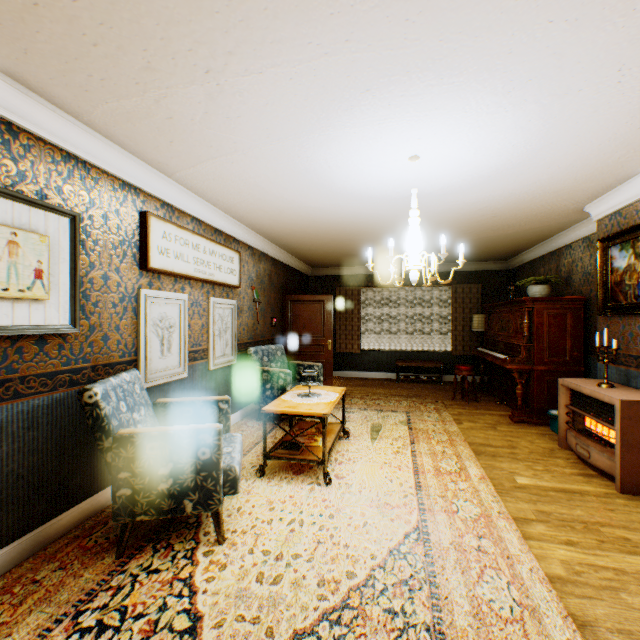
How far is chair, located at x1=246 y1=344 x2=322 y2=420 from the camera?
4.7 meters

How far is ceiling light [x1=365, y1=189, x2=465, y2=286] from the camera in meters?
2.7 m

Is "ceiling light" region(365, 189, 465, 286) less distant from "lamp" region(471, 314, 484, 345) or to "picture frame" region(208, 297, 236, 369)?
"picture frame" region(208, 297, 236, 369)

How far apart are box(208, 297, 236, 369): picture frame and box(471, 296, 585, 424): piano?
4.4 meters

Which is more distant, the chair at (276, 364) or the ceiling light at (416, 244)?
the chair at (276, 364)

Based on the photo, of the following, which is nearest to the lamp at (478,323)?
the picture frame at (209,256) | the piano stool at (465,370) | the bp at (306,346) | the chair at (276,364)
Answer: the piano stool at (465,370)

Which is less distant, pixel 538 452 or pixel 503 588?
pixel 503 588

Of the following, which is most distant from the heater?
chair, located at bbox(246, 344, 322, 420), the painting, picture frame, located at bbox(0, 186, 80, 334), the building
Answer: picture frame, located at bbox(0, 186, 80, 334)
